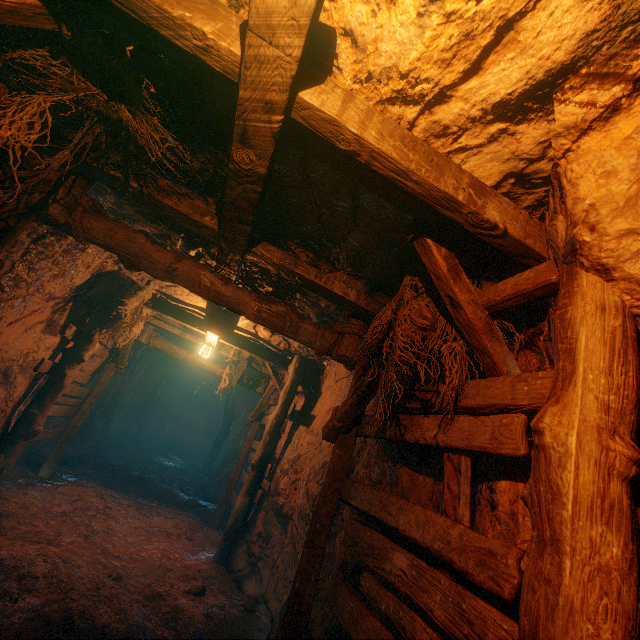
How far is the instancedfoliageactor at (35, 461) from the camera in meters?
7.9

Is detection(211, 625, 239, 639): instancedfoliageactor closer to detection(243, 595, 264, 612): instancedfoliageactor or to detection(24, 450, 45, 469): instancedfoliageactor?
detection(243, 595, 264, 612): instancedfoliageactor

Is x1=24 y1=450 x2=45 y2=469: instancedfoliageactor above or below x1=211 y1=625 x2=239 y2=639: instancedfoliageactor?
below

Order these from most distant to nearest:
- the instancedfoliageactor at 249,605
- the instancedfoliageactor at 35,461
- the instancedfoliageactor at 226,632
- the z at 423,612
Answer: the instancedfoliageactor at 35,461, the instancedfoliageactor at 249,605, the instancedfoliageactor at 226,632, the z at 423,612

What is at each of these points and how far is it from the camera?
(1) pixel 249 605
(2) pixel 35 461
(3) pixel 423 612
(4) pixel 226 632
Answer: (1) instancedfoliageactor, 4.8 meters
(2) instancedfoliageactor, 8.0 meters
(3) z, 2.0 meters
(4) instancedfoliageactor, 4.1 meters

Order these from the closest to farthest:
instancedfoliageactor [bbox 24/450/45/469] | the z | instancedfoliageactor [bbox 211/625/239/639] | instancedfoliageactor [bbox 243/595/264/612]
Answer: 1. the z
2. instancedfoliageactor [bbox 211/625/239/639]
3. instancedfoliageactor [bbox 243/595/264/612]
4. instancedfoliageactor [bbox 24/450/45/469]

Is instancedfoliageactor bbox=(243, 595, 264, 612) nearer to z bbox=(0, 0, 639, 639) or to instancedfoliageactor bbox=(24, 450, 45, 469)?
z bbox=(0, 0, 639, 639)

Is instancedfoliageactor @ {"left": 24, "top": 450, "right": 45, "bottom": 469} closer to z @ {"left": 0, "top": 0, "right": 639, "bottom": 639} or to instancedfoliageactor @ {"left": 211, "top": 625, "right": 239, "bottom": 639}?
z @ {"left": 0, "top": 0, "right": 639, "bottom": 639}
